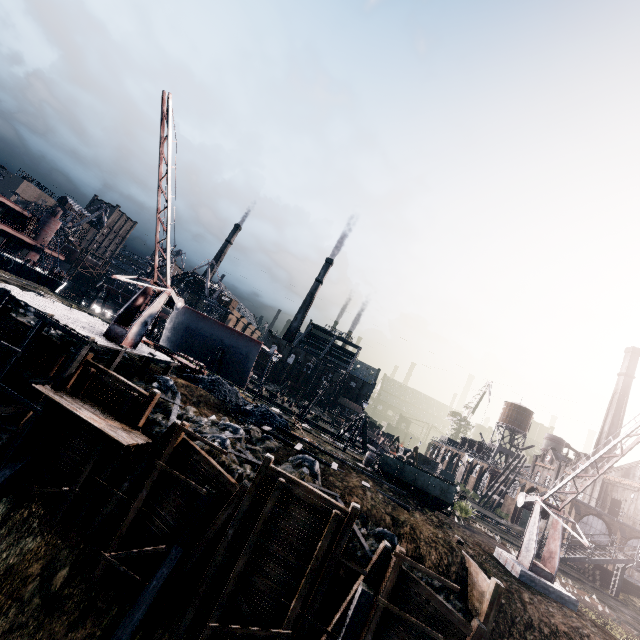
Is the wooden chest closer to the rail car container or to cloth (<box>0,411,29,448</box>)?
the rail car container

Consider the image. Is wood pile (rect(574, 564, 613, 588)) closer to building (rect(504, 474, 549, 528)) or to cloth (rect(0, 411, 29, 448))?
building (rect(504, 474, 549, 528))

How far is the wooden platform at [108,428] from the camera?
14.45m

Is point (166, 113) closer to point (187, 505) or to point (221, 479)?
point (221, 479)

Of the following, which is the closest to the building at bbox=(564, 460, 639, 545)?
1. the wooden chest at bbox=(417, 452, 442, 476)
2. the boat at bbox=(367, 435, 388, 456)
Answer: the wooden chest at bbox=(417, 452, 442, 476)

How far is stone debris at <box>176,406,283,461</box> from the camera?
18.11m

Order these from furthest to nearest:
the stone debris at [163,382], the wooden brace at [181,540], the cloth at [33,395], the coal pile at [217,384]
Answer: the coal pile at [217,384] < the stone debris at [163,382] < the cloth at [33,395] < the wooden brace at [181,540]

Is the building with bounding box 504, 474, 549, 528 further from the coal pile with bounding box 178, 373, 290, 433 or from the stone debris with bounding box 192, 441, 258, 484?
the coal pile with bounding box 178, 373, 290, 433
